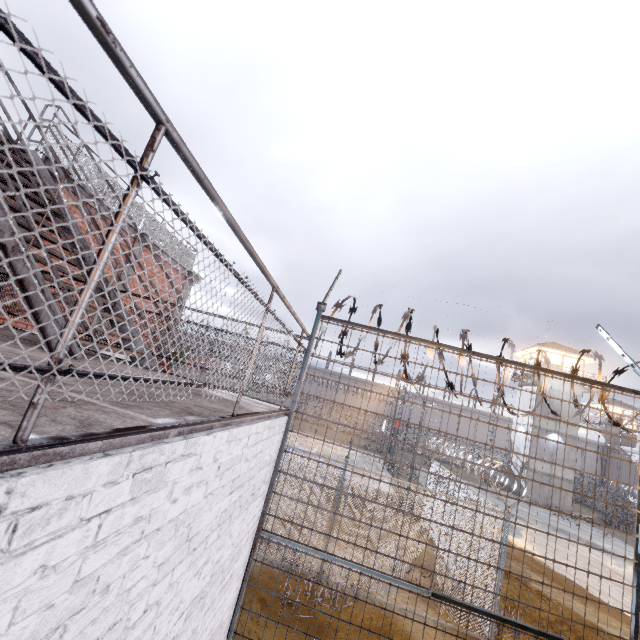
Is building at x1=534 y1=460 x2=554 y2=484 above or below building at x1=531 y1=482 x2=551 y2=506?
above

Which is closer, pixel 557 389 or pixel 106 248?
pixel 106 248

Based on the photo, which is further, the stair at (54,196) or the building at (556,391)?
the building at (556,391)

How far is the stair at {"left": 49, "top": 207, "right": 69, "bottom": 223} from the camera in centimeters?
362cm

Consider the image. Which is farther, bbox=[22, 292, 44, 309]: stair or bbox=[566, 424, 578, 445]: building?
bbox=[566, 424, 578, 445]: building

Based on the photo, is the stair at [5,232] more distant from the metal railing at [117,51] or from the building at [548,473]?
the building at [548,473]

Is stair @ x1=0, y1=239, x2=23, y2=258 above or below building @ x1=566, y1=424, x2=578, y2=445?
below

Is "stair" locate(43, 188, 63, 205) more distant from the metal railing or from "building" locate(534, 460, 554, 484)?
"building" locate(534, 460, 554, 484)
